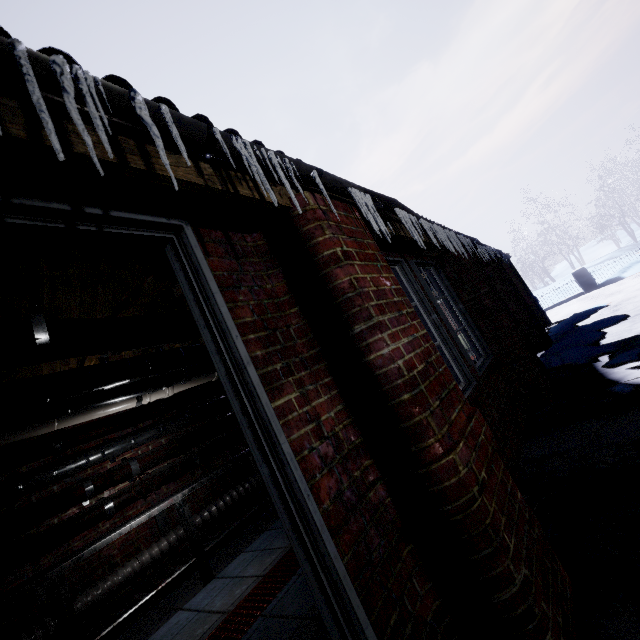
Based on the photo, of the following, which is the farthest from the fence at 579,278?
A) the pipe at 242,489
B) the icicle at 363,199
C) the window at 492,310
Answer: the icicle at 363,199

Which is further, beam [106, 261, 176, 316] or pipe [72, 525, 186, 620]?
pipe [72, 525, 186, 620]

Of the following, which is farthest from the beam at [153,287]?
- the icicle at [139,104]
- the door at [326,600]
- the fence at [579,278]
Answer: the fence at [579,278]

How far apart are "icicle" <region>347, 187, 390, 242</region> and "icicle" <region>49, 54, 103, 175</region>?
1.3m

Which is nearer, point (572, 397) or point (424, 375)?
point (424, 375)

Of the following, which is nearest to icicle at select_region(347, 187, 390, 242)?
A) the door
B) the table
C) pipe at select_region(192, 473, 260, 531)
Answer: Result: the door

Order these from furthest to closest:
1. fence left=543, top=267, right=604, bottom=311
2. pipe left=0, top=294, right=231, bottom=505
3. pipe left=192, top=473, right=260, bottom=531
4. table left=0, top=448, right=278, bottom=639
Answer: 1. fence left=543, top=267, right=604, bottom=311
2. pipe left=192, top=473, right=260, bottom=531
3. table left=0, top=448, right=278, bottom=639
4. pipe left=0, top=294, right=231, bottom=505

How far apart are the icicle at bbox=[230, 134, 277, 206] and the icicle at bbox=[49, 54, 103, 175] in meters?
0.4 m
